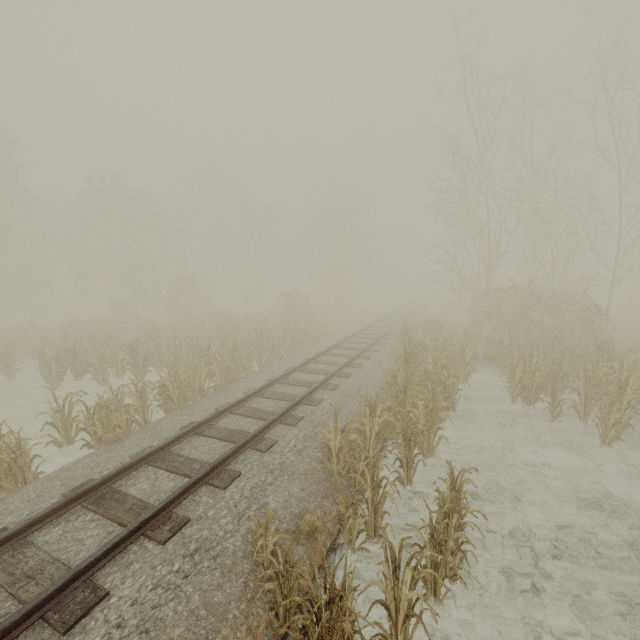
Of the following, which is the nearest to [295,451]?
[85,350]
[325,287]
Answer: [85,350]
